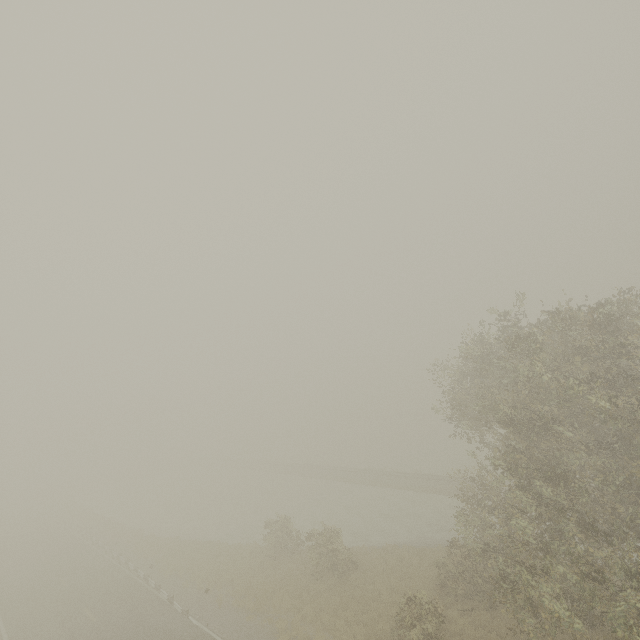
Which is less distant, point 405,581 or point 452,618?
point 452,618
